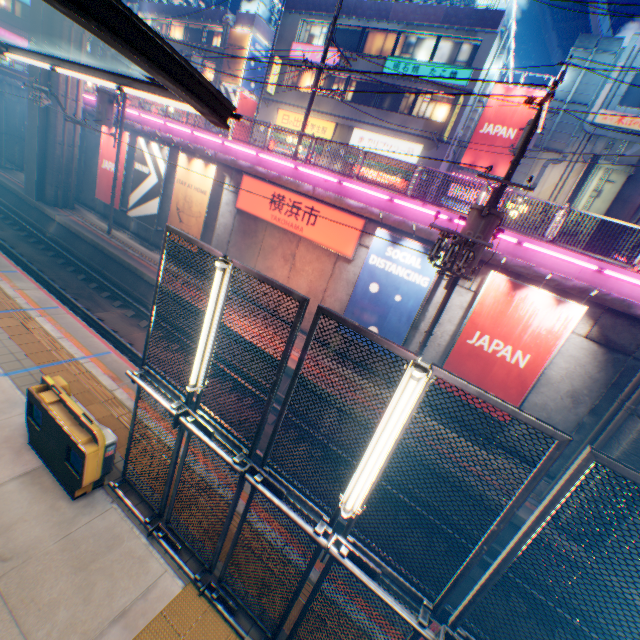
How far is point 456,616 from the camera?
3.2 meters

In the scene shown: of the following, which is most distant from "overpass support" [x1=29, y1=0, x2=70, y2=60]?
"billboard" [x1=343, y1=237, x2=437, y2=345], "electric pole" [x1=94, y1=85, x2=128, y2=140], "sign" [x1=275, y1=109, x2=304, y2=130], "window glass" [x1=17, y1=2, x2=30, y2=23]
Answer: Result: "sign" [x1=275, y1=109, x2=304, y2=130]

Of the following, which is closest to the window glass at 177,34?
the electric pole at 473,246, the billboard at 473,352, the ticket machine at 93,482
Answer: the electric pole at 473,246

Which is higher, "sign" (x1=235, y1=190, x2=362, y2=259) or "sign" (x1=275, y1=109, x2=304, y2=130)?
"sign" (x1=275, y1=109, x2=304, y2=130)

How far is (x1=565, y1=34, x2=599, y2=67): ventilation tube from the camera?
17.67m

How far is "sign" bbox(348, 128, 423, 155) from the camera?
21.7 meters

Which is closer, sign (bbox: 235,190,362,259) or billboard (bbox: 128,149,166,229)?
sign (bbox: 235,190,362,259)

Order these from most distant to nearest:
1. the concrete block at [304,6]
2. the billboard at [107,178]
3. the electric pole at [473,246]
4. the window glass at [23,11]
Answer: the window glass at [23,11] < the concrete block at [304,6] < the billboard at [107,178] < the electric pole at [473,246]
